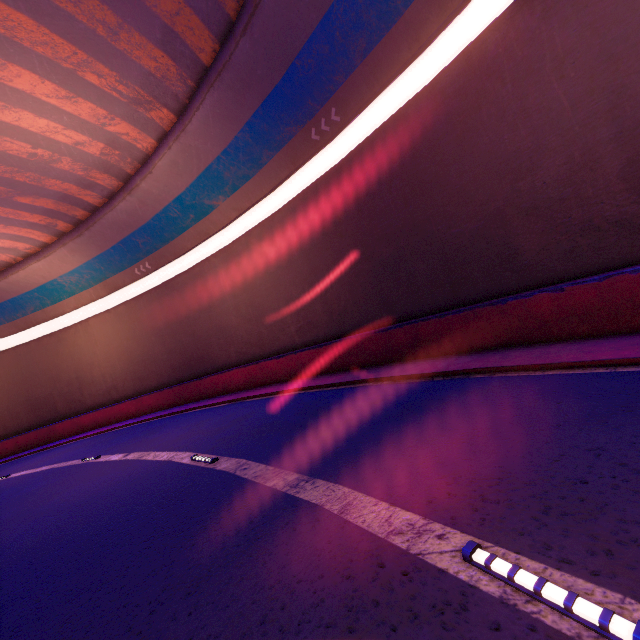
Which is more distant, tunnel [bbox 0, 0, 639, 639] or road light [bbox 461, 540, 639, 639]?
tunnel [bbox 0, 0, 639, 639]

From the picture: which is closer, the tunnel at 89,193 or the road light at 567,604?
the road light at 567,604

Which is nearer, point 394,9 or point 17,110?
point 394,9
